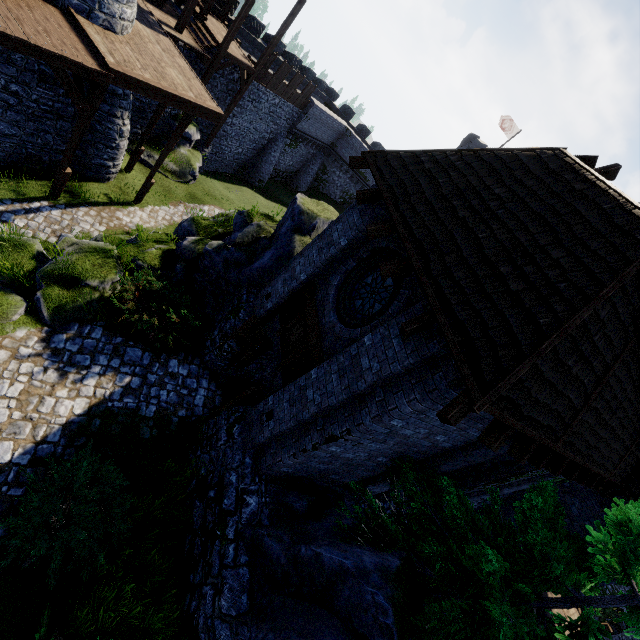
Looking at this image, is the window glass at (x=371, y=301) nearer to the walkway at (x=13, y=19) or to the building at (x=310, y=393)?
the building at (x=310, y=393)

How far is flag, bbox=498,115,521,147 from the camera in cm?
3897

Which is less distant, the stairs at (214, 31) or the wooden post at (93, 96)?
the wooden post at (93, 96)

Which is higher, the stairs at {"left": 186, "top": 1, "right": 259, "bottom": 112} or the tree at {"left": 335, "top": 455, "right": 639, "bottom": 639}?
the tree at {"left": 335, "top": 455, "right": 639, "bottom": 639}

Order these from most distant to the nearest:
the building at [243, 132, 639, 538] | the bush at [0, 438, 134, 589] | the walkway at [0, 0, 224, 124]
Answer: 1. the walkway at [0, 0, 224, 124]
2. the bush at [0, 438, 134, 589]
3. the building at [243, 132, 639, 538]

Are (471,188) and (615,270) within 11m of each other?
yes

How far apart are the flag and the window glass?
44.0 meters

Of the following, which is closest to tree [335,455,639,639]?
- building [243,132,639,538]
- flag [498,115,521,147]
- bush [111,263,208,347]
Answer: building [243,132,639,538]
